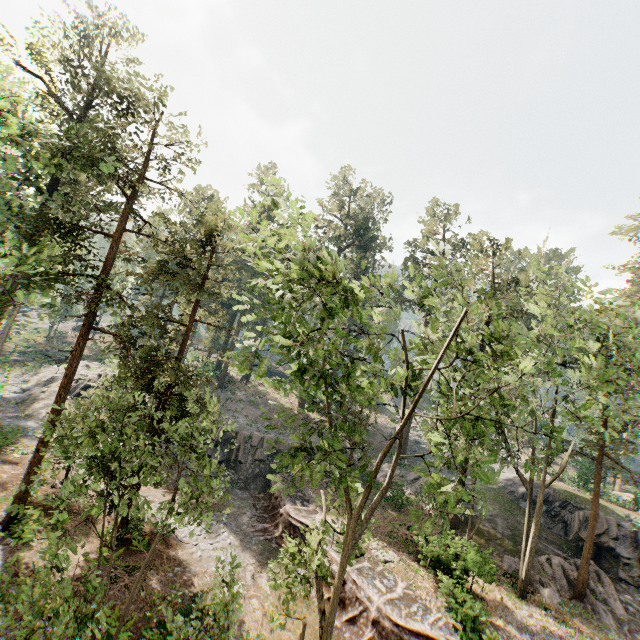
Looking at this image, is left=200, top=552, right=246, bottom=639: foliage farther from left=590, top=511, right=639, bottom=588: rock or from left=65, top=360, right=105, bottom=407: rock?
left=65, top=360, right=105, bottom=407: rock

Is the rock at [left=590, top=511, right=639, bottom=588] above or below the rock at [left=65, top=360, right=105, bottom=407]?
above

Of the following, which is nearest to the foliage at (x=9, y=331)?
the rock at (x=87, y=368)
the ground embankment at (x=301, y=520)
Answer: the ground embankment at (x=301, y=520)

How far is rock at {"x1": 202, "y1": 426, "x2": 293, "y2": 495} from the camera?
27.7 meters

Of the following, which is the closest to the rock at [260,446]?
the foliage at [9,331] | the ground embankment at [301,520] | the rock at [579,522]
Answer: the ground embankment at [301,520]

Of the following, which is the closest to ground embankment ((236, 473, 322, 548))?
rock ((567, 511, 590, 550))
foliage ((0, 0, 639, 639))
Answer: foliage ((0, 0, 639, 639))

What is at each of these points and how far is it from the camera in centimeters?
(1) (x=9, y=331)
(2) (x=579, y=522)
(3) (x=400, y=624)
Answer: (1) foliage, 4100cm
(2) rock, 2592cm
(3) ground embankment, 1434cm
